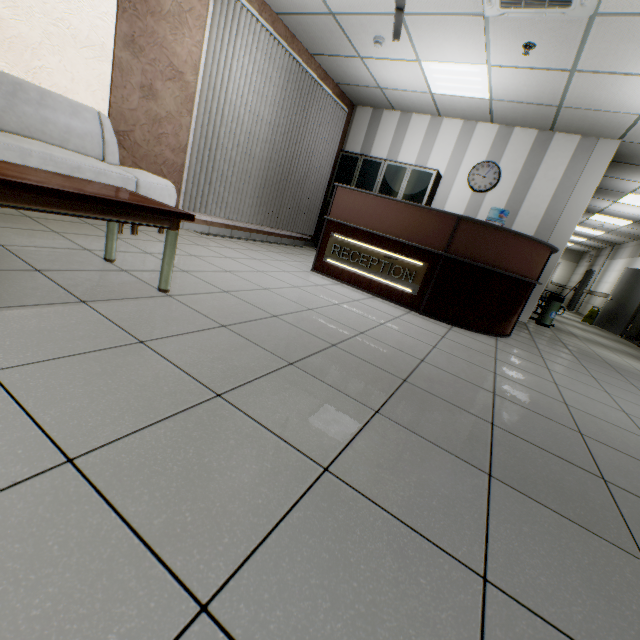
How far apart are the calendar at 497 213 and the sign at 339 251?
3.4 meters

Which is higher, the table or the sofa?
the sofa

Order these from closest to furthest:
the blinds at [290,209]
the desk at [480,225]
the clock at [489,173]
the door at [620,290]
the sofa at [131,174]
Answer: the sofa at [131,174], the desk at [480,225], the blinds at [290,209], the clock at [489,173], the door at [620,290]

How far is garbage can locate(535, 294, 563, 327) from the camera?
6.3 meters

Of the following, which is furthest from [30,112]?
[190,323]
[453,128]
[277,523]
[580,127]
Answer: [580,127]

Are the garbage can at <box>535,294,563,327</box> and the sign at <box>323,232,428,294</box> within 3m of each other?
no

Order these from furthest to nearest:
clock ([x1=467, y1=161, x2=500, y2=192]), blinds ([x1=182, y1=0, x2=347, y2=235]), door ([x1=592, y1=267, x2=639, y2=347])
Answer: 1. door ([x1=592, y1=267, x2=639, y2=347])
2. clock ([x1=467, y1=161, x2=500, y2=192])
3. blinds ([x1=182, y1=0, x2=347, y2=235])

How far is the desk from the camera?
3.5m
